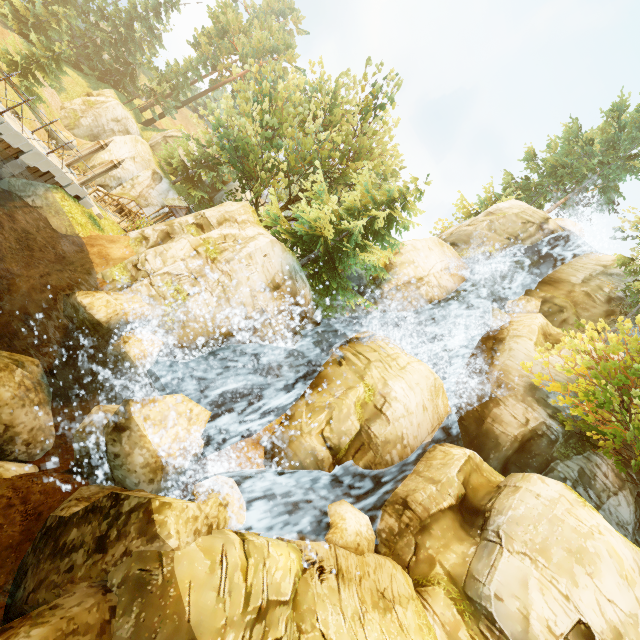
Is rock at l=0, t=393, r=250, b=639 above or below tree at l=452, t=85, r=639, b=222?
below

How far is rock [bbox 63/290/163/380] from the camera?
10.8m

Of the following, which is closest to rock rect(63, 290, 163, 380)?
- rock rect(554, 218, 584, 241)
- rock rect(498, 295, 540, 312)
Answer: rock rect(498, 295, 540, 312)

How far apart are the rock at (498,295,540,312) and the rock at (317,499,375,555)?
15.08m

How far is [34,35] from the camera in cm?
2820

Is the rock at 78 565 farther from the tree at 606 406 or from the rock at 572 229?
the rock at 572 229

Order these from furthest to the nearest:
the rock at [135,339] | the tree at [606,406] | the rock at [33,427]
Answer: the tree at [606,406]
the rock at [135,339]
the rock at [33,427]

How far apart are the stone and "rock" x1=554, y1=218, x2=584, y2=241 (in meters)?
32.17
